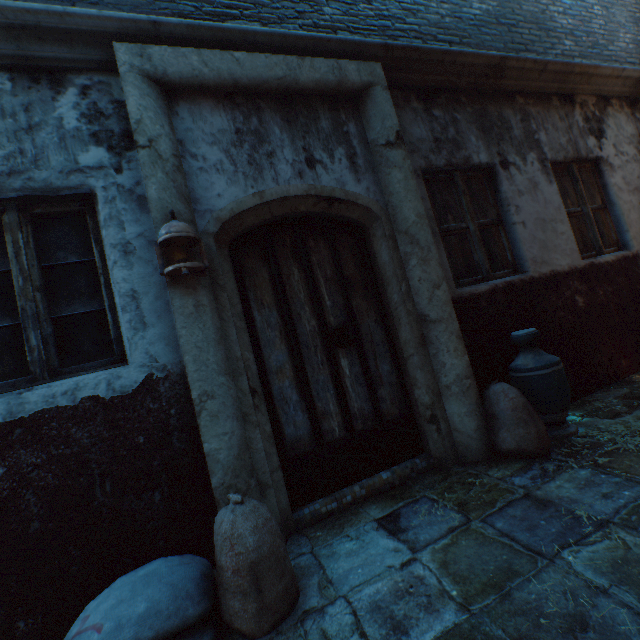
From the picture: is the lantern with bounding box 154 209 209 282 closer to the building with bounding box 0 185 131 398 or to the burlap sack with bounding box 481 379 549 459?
the building with bounding box 0 185 131 398

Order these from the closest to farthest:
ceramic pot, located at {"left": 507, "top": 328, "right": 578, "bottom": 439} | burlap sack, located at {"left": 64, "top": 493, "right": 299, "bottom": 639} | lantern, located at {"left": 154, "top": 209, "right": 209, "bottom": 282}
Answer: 1. burlap sack, located at {"left": 64, "top": 493, "right": 299, "bottom": 639}
2. lantern, located at {"left": 154, "top": 209, "right": 209, "bottom": 282}
3. ceramic pot, located at {"left": 507, "top": 328, "right": 578, "bottom": 439}

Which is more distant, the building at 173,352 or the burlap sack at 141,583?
the building at 173,352

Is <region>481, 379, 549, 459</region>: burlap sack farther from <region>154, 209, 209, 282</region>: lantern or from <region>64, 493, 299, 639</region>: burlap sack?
<region>154, 209, 209, 282</region>: lantern

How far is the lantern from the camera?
2.05m

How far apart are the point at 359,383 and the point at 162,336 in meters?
1.6

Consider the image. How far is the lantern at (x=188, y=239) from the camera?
2.1m
